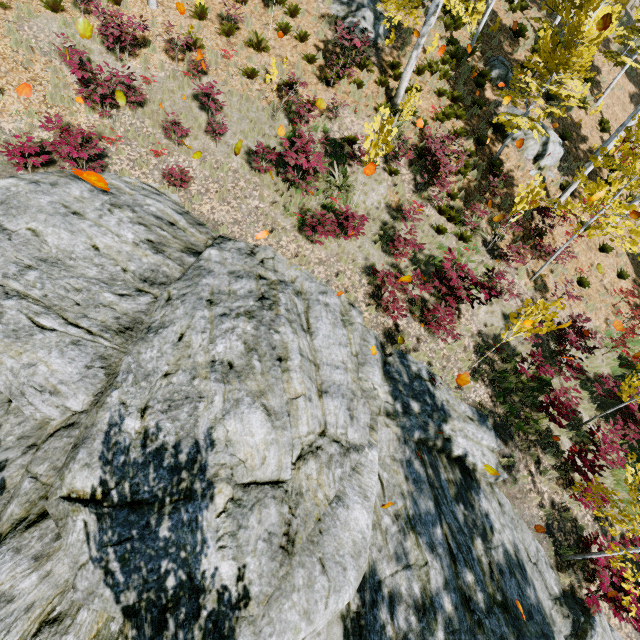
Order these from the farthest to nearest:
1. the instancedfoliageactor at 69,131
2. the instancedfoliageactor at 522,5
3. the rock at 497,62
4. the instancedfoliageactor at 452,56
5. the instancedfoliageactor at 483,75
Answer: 1. the instancedfoliageactor at 522,5
2. the rock at 497,62
3. the instancedfoliageactor at 483,75
4. the instancedfoliageactor at 452,56
5. the instancedfoliageactor at 69,131

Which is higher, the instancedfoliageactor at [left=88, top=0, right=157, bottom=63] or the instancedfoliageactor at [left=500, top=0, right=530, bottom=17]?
the instancedfoliageactor at [left=500, top=0, right=530, bottom=17]

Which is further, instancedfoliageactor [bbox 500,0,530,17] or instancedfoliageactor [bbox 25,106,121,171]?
instancedfoliageactor [bbox 500,0,530,17]

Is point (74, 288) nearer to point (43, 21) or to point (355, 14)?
point (43, 21)

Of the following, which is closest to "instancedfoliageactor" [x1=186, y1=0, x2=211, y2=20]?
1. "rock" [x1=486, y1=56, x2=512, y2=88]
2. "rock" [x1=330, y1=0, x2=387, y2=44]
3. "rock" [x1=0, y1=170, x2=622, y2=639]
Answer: "rock" [x1=0, y1=170, x2=622, y2=639]

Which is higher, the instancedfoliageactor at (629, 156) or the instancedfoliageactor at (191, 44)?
the instancedfoliageactor at (629, 156)
